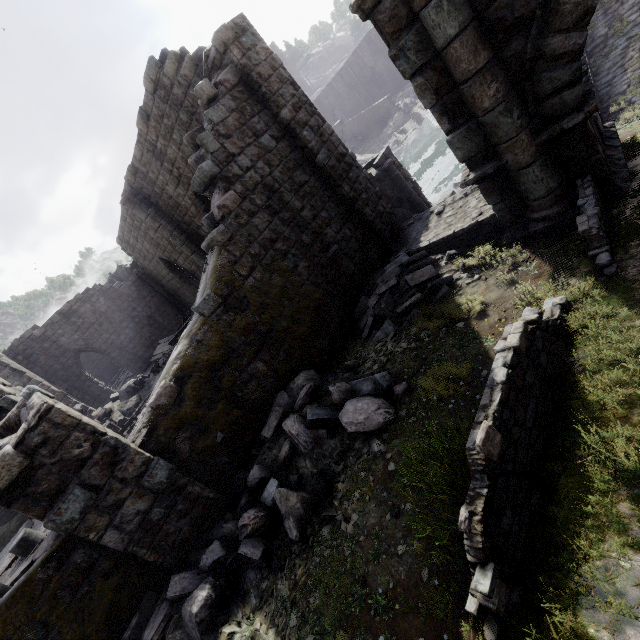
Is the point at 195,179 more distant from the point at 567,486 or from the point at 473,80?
the point at 567,486

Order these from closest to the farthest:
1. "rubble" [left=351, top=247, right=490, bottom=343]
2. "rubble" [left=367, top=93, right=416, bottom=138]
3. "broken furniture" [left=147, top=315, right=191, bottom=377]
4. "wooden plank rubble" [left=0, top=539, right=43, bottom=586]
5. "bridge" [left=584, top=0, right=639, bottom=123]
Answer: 1. "rubble" [left=351, top=247, right=490, bottom=343]
2. "wooden plank rubble" [left=0, top=539, right=43, bottom=586]
3. "bridge" [left=584, top=0, right=639, bottom=123]
4. "broken furniture" [left=147, top=315, right=191, bottom=377]
5. "rubble" [left=367, top=93, right=416, bottom=138]

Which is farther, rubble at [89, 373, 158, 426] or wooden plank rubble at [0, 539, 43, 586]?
rubble at [89, 373, 158, 426]

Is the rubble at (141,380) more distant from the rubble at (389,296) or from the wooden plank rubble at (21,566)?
the rubble at (389,296)

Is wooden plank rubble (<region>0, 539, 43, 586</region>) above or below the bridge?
above

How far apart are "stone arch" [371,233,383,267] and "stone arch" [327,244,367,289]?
0.52m

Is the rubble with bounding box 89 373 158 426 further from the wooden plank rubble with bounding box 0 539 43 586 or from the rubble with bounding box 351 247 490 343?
the rubble with bounding box 351 247 490 343

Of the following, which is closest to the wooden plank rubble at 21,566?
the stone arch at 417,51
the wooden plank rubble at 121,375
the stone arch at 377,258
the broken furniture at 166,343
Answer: the broken furniture at 166,343
